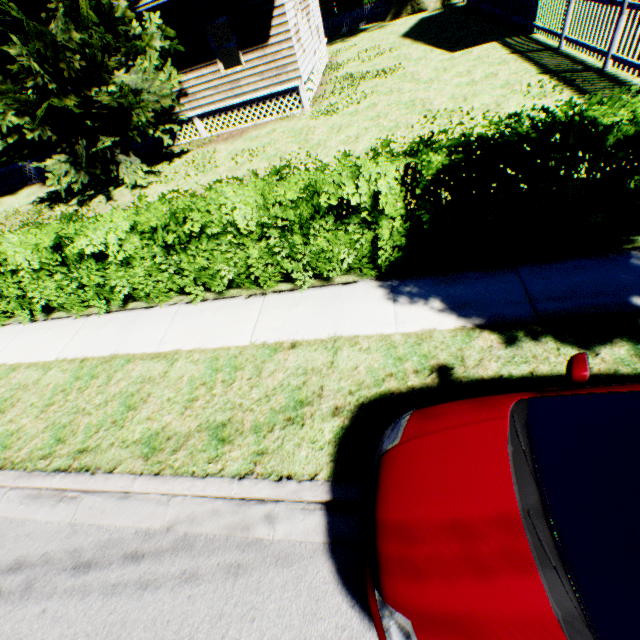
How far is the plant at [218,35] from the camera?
17.0m

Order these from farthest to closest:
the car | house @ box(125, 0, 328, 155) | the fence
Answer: house @ box(125, 0, 328, 155) → the fence → the car

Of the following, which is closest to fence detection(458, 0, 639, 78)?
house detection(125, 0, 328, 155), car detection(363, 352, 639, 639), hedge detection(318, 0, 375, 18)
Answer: house detection(125, 0, 328, 155)

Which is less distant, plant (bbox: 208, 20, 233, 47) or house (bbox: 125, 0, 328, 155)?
house (bbox: 125, 0, 328, 155)

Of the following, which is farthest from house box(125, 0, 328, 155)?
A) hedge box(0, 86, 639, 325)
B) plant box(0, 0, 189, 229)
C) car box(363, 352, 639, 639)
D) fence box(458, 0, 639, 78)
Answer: car box(363, 352, 639, 639)

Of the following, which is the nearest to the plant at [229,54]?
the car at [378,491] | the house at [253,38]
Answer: the house at [253,38]

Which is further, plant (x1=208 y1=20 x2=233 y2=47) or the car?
plant (x1=208 y1=20 x2=233 y2=47)

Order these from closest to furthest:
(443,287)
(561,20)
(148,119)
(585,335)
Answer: (585,335)
(443,287)
(148,119)
(561,20)
